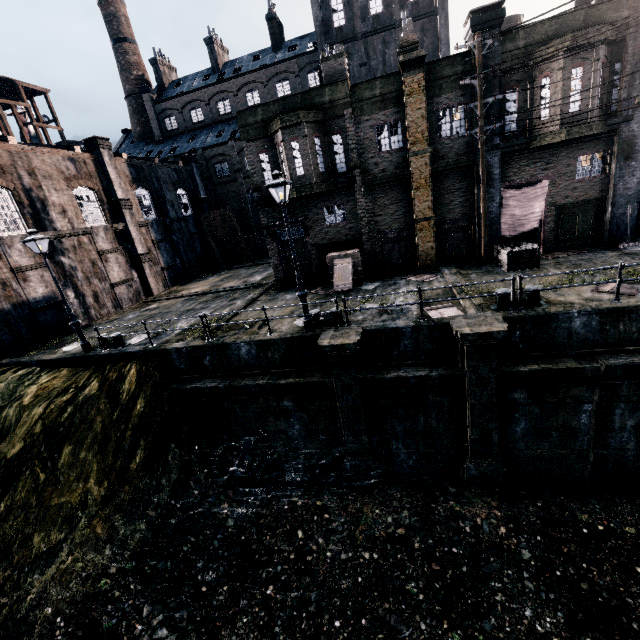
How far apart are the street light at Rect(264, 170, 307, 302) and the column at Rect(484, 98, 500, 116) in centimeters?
1115cm

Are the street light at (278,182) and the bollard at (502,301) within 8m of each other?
yes

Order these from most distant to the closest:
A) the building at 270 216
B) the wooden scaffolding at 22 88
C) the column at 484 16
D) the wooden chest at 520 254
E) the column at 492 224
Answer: the wooden scaffolding at 22 88
the building at 270 216
the column at 492 224
the wooden chest at 520 254
the column at 484 16

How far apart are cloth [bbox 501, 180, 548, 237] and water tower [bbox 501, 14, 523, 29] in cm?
2105

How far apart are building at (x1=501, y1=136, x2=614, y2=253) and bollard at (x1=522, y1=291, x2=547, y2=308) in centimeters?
764cm

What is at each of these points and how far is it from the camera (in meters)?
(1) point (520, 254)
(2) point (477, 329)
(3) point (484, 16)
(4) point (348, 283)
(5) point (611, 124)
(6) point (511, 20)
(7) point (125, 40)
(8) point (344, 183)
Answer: (1) wooden chest, 15.45
(2) column, 10.00
(3) column, 14.28
(4) wooden chest, 17.64
(5) cornice, 14.76
(6) water tower, 27.59
(7) chimney, 47.84
(8) cornice, 18.11

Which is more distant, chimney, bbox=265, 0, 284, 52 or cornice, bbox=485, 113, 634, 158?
chimney, bbox=265, 0, 284, 52

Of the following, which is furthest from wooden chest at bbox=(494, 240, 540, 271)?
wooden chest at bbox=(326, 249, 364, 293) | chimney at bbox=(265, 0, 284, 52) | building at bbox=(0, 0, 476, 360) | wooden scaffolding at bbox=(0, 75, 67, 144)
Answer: chimney at bbox=(265, 0, 284, 52)
